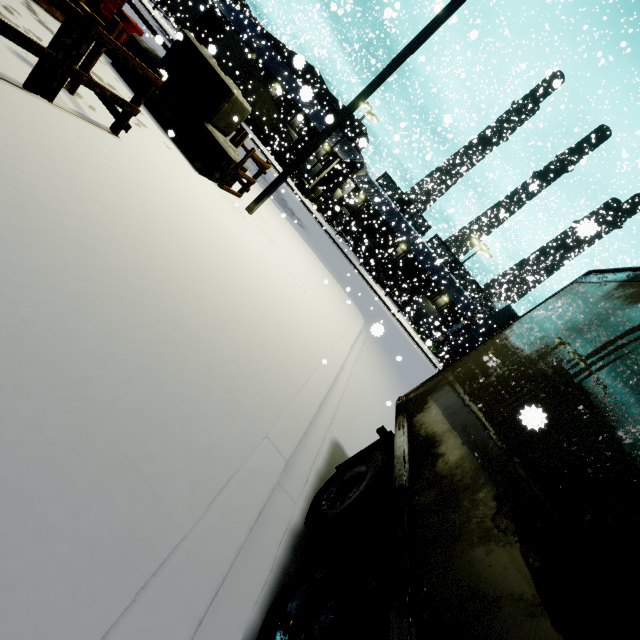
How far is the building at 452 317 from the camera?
37.31m

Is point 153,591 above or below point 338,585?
below

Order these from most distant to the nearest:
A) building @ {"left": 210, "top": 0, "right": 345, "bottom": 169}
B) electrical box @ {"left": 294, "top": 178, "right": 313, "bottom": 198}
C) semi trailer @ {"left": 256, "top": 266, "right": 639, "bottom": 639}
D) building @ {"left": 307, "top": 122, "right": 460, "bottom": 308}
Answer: building @ {"left": 307, "top": 122, "right": 460, "bottom": 308}, electrical box @ {"left": 294, "top": 178, "right": 313, "bottom": 198}, building @ {"left": 210, "top": 0, "right": 345, "bottom": 169}, semi trailer @ {"left": 256, "top": 266, "right": 639, "bottom": 639}

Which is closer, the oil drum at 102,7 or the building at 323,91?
the oil drum at 102,7

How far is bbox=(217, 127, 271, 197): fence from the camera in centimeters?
777cm

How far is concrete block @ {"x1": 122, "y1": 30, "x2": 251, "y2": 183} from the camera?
7.5 meters

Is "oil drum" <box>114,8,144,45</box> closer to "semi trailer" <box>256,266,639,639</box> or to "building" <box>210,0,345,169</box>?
"building" <box>210,0,345,169</box>
